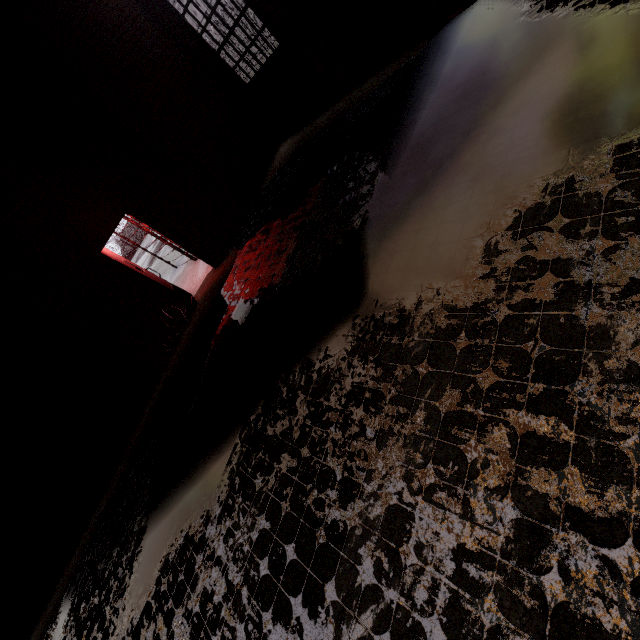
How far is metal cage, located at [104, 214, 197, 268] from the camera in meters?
8.8

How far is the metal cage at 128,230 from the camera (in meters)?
8.75

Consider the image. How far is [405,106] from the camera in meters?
4.9
